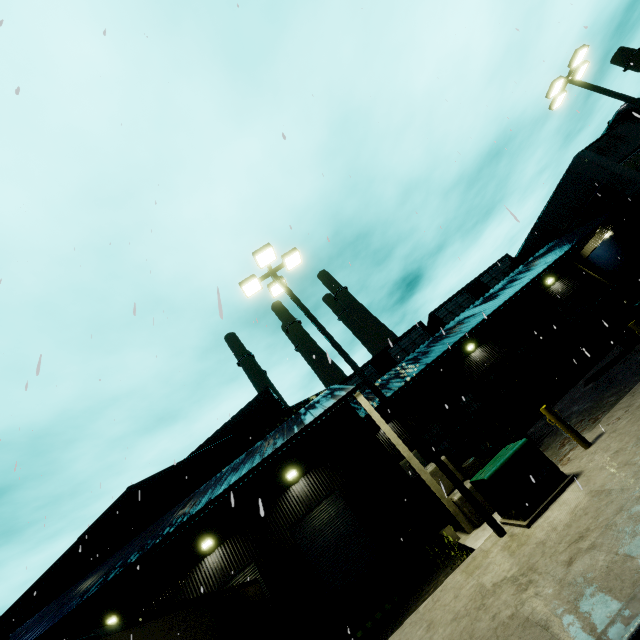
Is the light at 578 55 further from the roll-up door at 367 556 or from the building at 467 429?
the roll-up door at 367 556

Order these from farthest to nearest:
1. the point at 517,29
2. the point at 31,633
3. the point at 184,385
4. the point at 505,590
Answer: the point at 184,385, the point at 31,633, the point at 517,29, the point at 505,590

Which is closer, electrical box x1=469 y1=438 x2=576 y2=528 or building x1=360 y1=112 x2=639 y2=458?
electrical box x1=469 y1=438 x2=576 y2=528

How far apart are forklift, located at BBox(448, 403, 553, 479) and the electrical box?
3.83m

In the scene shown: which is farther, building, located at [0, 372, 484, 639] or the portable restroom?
the portable restroom

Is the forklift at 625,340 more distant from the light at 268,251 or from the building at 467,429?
the light at 268,251

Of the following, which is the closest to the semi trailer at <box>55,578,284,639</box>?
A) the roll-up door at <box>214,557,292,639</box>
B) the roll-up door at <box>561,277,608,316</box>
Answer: the roll-up door at <box>214,557,292,639</box>

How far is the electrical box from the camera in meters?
6.5 m
